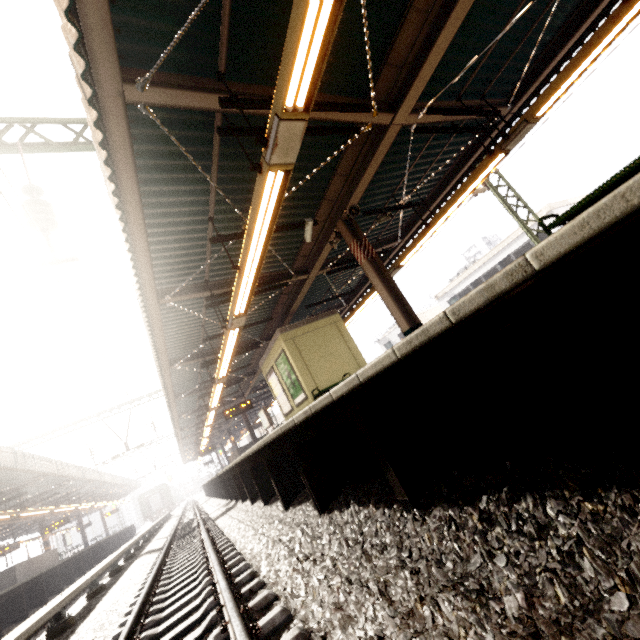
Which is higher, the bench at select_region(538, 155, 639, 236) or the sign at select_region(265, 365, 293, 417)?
the sign at select_region(265, 365, 293, 417)

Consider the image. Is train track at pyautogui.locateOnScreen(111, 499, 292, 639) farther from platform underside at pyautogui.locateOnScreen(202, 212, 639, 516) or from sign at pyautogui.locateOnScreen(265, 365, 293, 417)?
sign at pyautogui.locateOnScreen(265, 365, 293, 417)

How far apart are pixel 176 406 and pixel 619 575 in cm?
2015

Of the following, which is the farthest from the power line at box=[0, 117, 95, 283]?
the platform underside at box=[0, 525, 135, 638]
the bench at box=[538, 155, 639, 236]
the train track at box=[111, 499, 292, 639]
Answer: the bench at box=[538, 155, 639, 236]

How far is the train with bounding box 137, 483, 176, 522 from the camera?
46.0 meters

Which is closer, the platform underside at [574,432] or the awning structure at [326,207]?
the platform underside at [574,432]

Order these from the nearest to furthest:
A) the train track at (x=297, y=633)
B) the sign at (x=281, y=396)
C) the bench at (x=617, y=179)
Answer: the train track at (x=297, y=633)
the bench at (x=617, y=179)
the sign at (x=281, y=396)

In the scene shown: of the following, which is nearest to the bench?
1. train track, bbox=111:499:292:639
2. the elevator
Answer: train track, bbox=111:499:292:639
